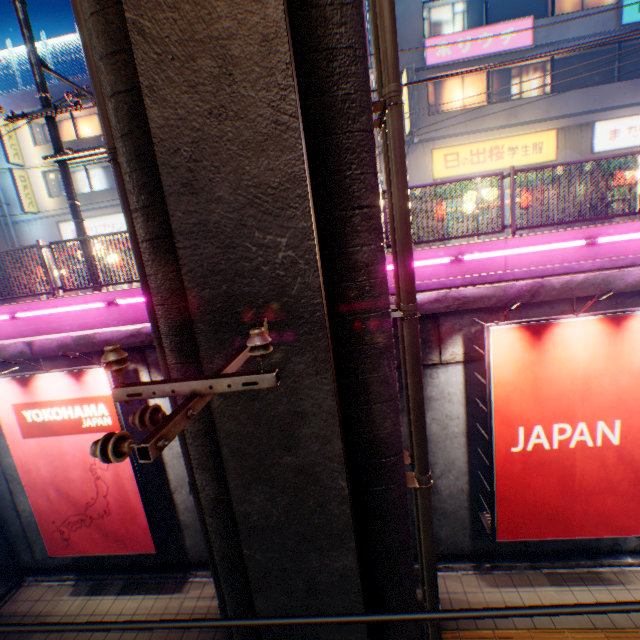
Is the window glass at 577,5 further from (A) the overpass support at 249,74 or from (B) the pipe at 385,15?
(B) the pipe at 385,15

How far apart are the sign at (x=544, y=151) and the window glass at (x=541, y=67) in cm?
144

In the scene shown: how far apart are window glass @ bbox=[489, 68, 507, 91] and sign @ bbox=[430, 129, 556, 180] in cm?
144

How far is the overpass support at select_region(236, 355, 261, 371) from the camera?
3.69m

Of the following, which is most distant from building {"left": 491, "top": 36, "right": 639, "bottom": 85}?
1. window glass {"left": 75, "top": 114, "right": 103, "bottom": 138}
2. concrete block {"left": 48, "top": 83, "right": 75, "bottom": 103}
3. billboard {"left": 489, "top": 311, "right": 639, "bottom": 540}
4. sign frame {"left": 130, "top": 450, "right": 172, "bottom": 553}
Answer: window glass {"left": 75, "top": 114, "right": 103, "bottom": 138}

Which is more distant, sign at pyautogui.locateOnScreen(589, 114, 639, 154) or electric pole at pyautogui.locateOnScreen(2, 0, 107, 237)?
sign at pyautogui.locateOnScreen(589, 114, 639, 154)

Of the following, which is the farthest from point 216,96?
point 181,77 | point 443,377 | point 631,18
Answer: point 631,18

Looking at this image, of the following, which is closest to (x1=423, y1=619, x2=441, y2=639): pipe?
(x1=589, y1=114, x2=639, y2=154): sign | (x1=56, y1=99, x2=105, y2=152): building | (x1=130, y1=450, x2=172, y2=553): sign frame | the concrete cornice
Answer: the concrete cornice
